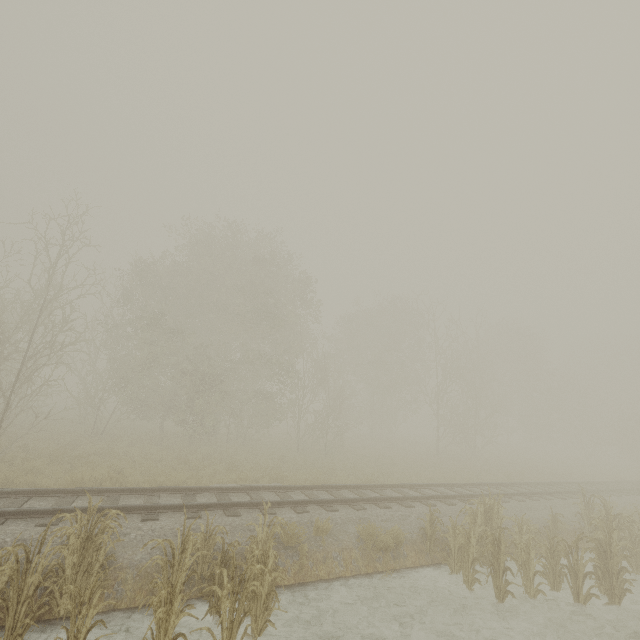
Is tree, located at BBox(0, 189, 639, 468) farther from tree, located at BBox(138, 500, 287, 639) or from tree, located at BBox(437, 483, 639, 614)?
tree, located at BBox(138, 500, 287, 639)

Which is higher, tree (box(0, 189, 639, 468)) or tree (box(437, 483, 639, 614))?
tree (box(0, 189, 639, 468))

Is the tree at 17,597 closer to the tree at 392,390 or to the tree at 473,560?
the tree at 473,560

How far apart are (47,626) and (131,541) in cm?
176

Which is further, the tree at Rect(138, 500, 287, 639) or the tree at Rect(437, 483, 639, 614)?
the tree at Rect(437, 483, 639, 614)

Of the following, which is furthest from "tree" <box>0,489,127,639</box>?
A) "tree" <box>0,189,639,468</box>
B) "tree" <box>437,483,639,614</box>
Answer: "tree" <box>0,189,639,468</box>

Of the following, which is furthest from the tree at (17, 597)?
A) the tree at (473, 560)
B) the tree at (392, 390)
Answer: the tree at (392, 390)

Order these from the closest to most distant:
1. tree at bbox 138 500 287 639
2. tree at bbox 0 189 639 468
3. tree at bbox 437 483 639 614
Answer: tree at bbox 138 500 287 639
tree at bbox 437 483 639 614
tree at bbox 0 189 639 468
